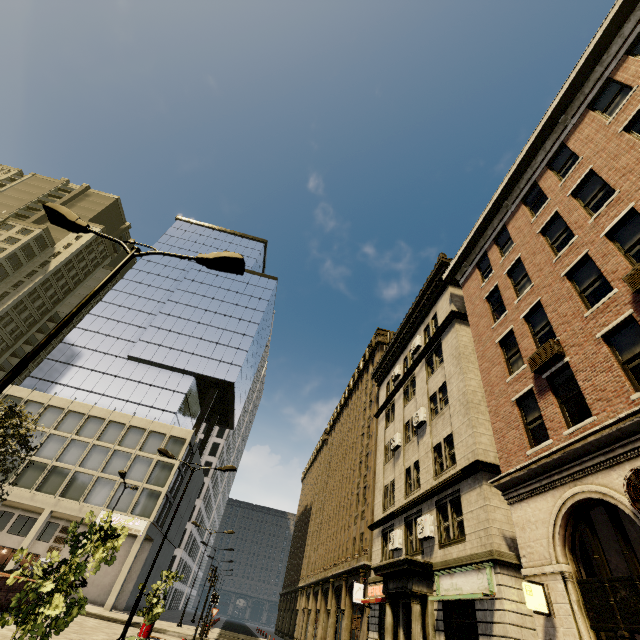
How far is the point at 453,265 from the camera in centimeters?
2008cm

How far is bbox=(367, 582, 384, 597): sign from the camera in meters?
19.2 m

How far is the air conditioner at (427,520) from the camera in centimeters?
1543cm

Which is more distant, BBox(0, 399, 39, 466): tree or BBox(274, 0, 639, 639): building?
BBox(0, 399, 39, 466): tree

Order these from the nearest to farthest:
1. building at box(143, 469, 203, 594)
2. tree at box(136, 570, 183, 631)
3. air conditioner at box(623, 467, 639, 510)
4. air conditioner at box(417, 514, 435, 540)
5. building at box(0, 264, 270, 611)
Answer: air conditioner at box(623, 467, 639, 510)
air conditioner at box(417, 514, 435, 540)
tree at box(136, 570, 183, 631)
building at box(0, 264, 270, 611)
building at box(143, 469, 203, 594)

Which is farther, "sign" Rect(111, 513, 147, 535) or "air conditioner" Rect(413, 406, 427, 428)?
"sign" Rect(111, 513, 147, 535)

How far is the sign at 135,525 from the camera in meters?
32.4 m

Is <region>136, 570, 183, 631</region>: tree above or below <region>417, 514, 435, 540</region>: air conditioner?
below
